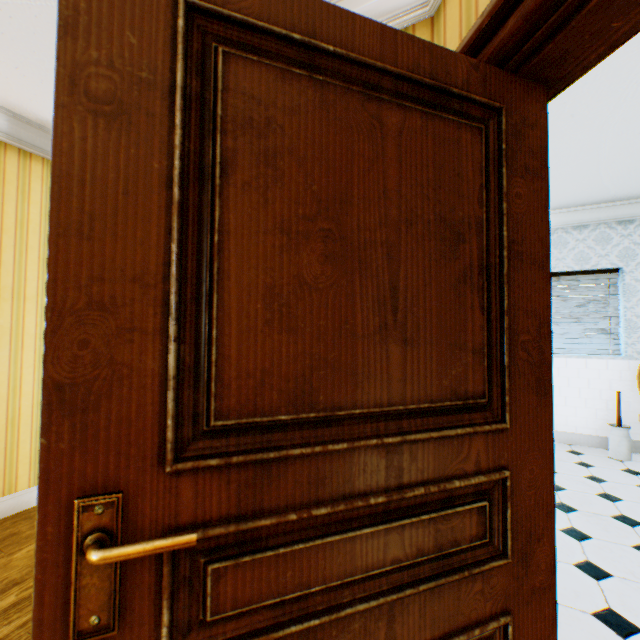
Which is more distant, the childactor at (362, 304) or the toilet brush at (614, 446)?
the toilet brush at (614, 446)

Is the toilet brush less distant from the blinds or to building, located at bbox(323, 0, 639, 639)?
building, located at bbox(323, 0, 639, 639)

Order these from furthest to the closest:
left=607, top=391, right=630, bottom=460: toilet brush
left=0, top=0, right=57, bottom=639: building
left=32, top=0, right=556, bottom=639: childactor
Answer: left=607, top=391, right=630, bottom=460: toilet brush
left=0, top=0, right=57, bottom=639: building
left=32, top=0, right=556, bottom=639: childactor

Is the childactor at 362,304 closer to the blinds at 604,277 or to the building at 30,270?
the building at 30,270

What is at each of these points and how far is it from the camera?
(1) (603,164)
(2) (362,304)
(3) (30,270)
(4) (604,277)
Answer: (1) building, 3.2 meters
(2) childactor, 0.7 meters
(3) building, 2.7 meters
(4) blinds, 4.3 meters

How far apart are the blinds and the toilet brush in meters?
0.6

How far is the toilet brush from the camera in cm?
378
